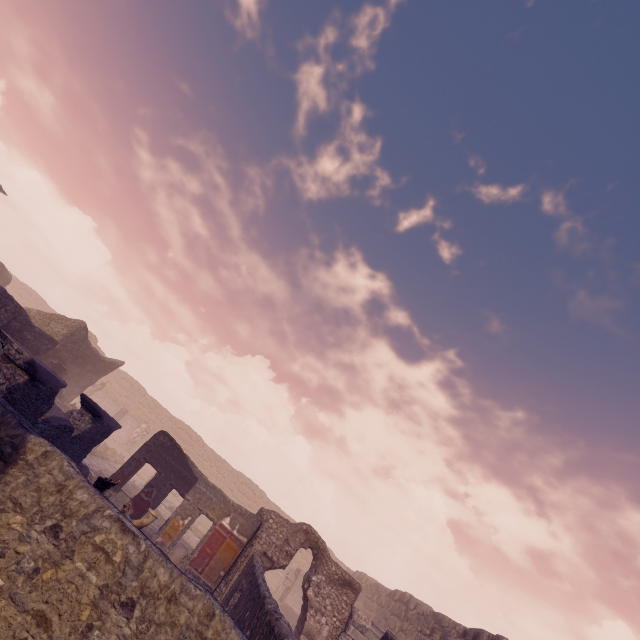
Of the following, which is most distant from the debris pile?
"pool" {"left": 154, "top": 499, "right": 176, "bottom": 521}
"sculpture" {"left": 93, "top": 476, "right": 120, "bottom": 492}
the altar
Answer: the altar

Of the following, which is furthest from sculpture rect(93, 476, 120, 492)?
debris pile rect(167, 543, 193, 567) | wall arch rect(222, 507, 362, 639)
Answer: wall arch rect(222, 507, 362, 639)

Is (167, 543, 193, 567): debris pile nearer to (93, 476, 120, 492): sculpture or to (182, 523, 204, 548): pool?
(182, 523, 204, 548): pool

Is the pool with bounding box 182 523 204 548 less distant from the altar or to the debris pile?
the debris pile

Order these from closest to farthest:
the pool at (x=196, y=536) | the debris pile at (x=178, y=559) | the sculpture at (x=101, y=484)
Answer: the sculpture at (x=101, y=484)
the debris pile at (x=178, y=559)
the pool at (x=196, y=536)

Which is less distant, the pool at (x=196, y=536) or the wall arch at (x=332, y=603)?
the wall arch at (x=332, y=603)

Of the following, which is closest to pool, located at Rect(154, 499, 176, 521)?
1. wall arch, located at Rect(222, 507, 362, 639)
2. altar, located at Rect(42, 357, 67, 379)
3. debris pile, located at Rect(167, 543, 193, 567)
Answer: debris pile, located at Rect(167, 543, 193, 567)

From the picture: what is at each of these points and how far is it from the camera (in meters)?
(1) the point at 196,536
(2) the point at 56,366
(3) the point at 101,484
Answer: (1) pool, 17.77
(2) altar, 15.63
(3) sculpture, 5.20
